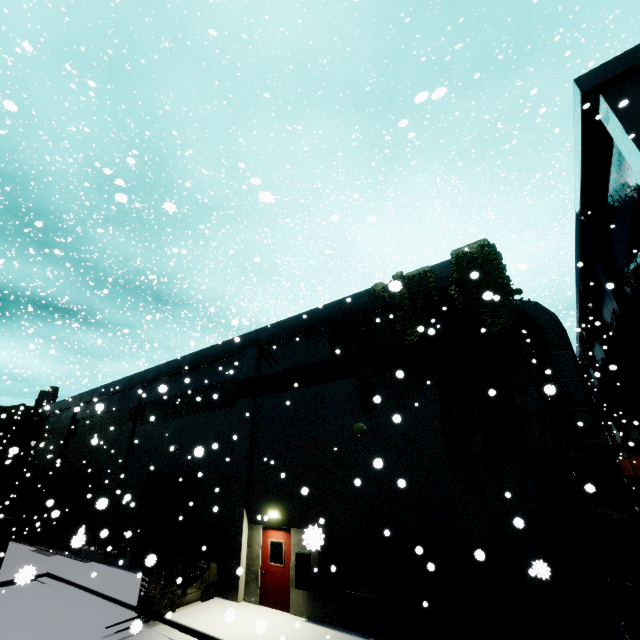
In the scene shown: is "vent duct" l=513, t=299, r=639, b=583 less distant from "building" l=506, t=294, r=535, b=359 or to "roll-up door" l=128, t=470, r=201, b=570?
"building" l=506, t=294, r=535, b=359

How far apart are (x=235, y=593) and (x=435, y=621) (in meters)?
7.44

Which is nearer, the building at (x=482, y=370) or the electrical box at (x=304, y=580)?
the building at (x=482, y=370)

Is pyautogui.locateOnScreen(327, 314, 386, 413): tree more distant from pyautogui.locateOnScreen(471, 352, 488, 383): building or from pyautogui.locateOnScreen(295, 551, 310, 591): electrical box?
pyautogui.locateOnScreen(295, 551, 310, 591): electrical box

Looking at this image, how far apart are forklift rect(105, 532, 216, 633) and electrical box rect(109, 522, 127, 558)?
7.4 meters

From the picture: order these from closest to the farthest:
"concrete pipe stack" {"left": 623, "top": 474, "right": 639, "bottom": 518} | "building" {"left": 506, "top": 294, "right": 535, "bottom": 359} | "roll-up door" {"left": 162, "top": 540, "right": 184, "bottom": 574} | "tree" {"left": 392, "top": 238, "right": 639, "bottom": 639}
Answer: "tree" {"left": 392, "top": 238, "right": 639, "bottom": 639}, "building" {"left": 506, "top": 294, "right": 535, "bottom": 359}, "roll-up door" {"left": 162, "top": 540, "right": 184, "bottom": 574}, "concrete pipe stack" {"left": 623, "top": 474, "right": 639, "bottom": 518}

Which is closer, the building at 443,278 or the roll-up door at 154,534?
the building at 443,278

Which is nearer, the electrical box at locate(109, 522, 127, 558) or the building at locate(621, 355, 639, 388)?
the electrical box at locate(109, 522, 127, 558)
